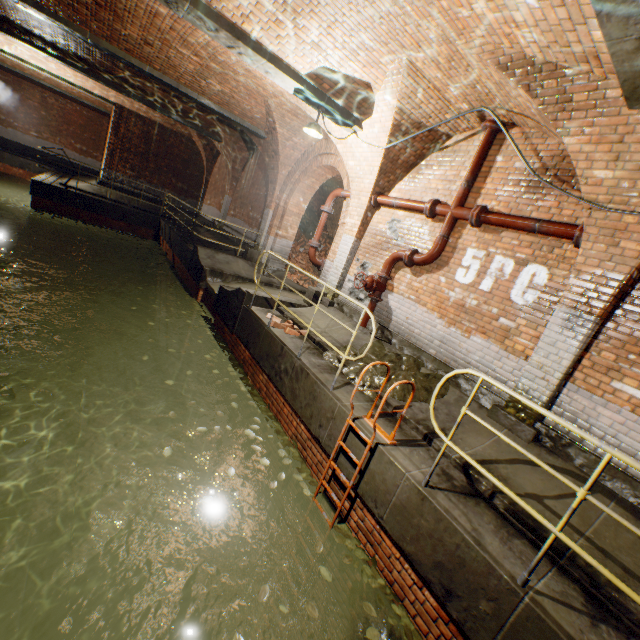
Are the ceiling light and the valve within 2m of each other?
no

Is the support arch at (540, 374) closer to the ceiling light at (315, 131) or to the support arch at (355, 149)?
the support arch at (355, 149)

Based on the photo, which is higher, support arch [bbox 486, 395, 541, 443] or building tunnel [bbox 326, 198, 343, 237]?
building tunnel [bbox 326, 198, 343, 237]

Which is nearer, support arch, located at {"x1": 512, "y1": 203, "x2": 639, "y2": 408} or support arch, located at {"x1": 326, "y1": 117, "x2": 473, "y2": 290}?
support arch, located at {"x1": 512, "y1": 203, "x2": 639, "y2": 408}

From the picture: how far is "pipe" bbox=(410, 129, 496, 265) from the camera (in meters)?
5.55

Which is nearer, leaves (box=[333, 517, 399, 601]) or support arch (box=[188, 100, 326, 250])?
leaves (box=[333, 517, 399, 601])

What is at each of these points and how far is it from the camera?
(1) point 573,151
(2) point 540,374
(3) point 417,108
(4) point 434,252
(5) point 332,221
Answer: (1) support arch, 3.95m
(2) support arch, 4.39m
(3) support arch, 5.62m
(4) pipe, 5.98m
(5) building tunnel, 17.30m

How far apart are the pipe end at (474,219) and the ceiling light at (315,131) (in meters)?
3.21
